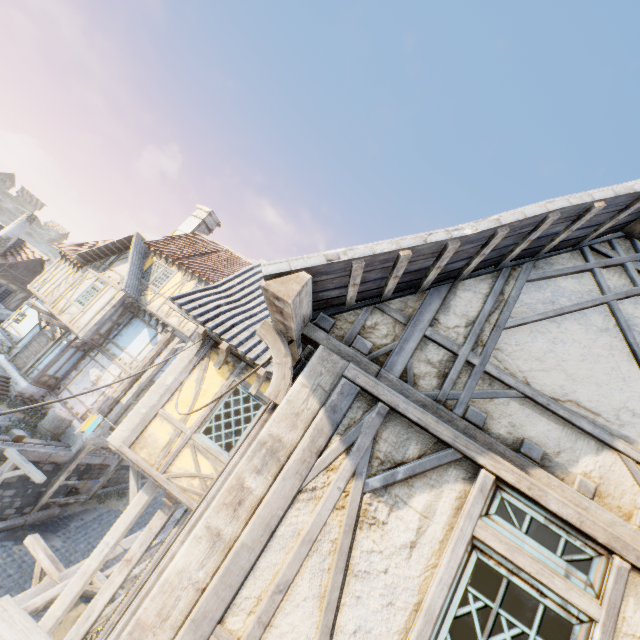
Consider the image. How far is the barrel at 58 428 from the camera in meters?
13.8 m

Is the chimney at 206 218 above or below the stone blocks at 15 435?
above

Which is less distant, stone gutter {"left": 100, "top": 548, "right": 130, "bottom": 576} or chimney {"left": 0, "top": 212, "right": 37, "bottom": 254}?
stone gutter {"left": 100, "top": 548, "right": 130, "bottom": 576}

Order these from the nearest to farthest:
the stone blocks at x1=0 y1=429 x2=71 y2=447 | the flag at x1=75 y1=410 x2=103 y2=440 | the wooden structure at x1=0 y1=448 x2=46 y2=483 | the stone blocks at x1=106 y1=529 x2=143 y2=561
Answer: the flag at x1=75 y1=410 x2=103 y2=440
the stone blocks at x1=106 y1=529 x2=143 y2=561
the wooden structure at x1=0 y1=448 x2=46 y2=483
the stone blocks at x1=0 y1=429 x2=71 y2=447

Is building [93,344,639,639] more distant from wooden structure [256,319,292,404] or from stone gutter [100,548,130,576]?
stone gutter [100,548,130,576]

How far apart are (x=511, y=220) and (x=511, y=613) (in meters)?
2.68

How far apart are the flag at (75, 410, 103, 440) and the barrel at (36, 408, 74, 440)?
9.7m

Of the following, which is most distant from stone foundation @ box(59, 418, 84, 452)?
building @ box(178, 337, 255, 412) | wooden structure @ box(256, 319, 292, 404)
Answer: wooden structure @ box(256, 319, 292, 404)
